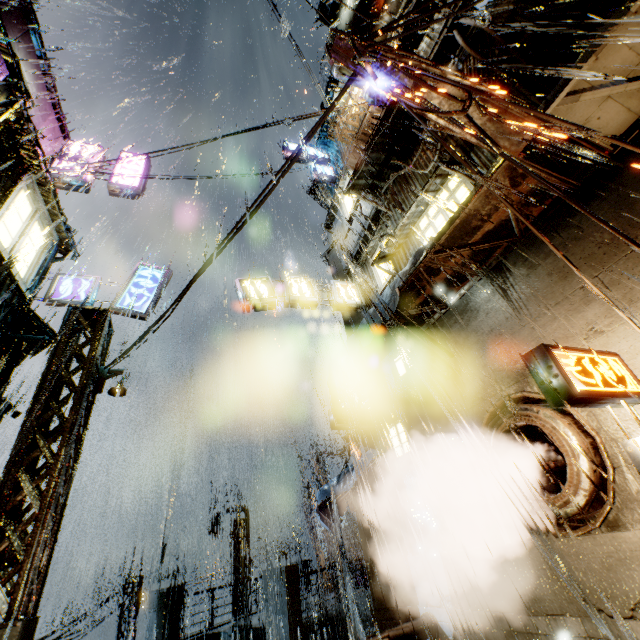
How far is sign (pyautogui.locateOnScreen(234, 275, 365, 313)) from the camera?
12.68m

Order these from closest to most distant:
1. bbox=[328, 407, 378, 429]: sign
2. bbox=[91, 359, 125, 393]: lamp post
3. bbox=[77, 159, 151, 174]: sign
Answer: bbox=[91, 359, 125, 393]: lamp post < bbox=[328, 407, 378, 429]: sign < bbox=[77, 159, 151, 174]: sign

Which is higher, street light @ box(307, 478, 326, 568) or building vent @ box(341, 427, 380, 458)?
building vent @ box(341, 427, 380, 458)

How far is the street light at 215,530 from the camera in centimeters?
2064cm

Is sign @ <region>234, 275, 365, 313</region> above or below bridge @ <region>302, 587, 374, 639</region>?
above

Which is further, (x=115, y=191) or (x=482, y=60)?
(x=115, y=191)

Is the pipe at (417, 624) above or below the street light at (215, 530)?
below

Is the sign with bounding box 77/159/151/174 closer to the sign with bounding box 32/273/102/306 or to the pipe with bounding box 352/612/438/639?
the sign with bounding box 32/273/102/306
